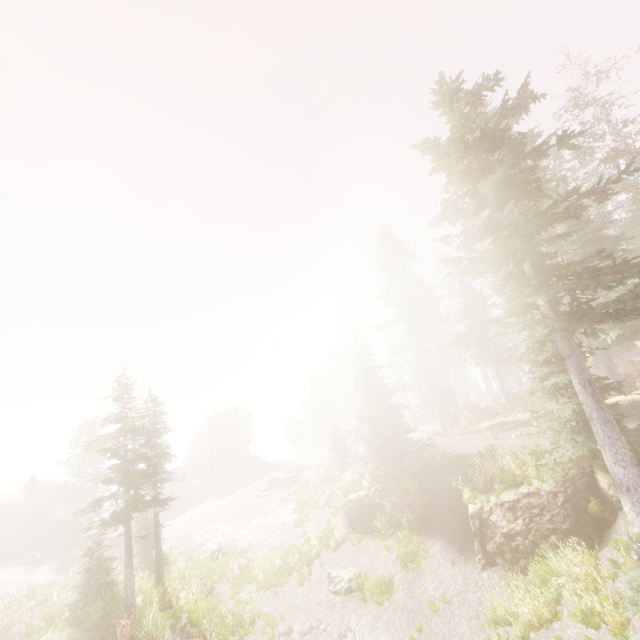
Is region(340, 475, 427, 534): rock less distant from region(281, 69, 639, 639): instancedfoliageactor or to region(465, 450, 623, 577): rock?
region(281, 69, 639, 639): instancedfoliageactor

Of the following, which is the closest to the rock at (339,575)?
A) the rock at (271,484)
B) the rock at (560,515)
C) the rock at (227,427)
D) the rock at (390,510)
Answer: the rock at (390,510)

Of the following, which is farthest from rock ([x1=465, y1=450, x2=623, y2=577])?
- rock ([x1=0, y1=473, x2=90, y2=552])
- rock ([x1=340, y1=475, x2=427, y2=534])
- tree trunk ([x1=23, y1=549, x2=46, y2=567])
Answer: rock ([x1=0, y1=473, x2=90, y2=552])

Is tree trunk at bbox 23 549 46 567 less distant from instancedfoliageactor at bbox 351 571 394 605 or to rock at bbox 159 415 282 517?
instancedfoliageactor at bbox 351 571 394 605

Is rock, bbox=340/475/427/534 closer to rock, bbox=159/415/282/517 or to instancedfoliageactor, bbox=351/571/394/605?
instancedfoliageactor, bbox=351/571/394/605

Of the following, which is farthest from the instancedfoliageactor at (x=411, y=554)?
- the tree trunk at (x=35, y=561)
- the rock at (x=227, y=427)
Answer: the tree trunk at (x=35, y=561)

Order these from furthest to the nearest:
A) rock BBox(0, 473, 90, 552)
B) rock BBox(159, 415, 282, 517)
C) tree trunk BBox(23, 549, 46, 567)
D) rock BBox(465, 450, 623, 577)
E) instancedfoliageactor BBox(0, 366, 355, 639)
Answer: rock BBox(159, 415, 282, 517)
rock BBox(0, 473, 90, 552)
tree trunk BBox(23, 549, 46, 567)
instancedfoliageactor BBox(0, 366, 355, 639)
rock BBox(465, 450, 623, 577)

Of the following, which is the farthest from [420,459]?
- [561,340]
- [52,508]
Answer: [52,508]
